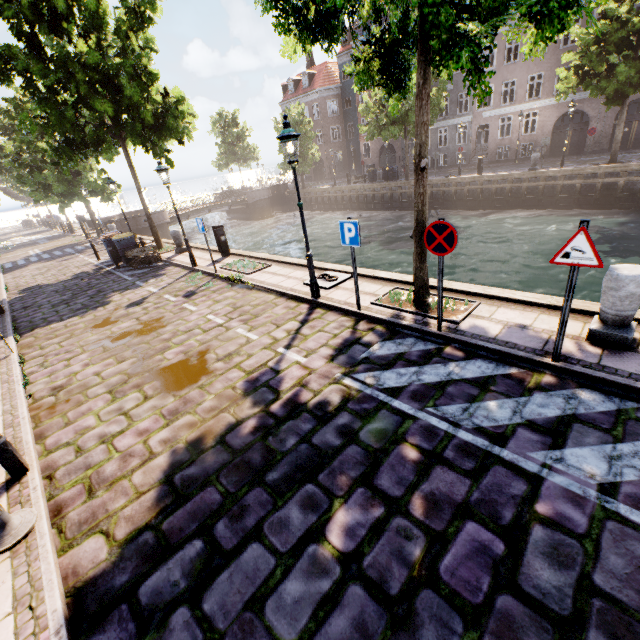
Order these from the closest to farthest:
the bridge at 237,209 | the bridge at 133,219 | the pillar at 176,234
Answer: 1. the pillar at 176,234
2. the bridge at 133,219
3. the bridge at 237,209

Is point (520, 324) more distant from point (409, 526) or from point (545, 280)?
point (545, 280)

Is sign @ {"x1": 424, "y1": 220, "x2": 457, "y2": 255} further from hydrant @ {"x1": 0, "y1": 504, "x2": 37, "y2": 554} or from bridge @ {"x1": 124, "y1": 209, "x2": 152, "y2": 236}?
bridge @ {"x1": 124, "y1": 209, "x2": 152, "y2": 236}

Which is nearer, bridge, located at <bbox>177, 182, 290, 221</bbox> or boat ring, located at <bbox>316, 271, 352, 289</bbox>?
boat ring, located at <bbox>316, 271, 352, 289</bbox>

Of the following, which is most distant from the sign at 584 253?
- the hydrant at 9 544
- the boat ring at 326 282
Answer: the hydrant at 9 544

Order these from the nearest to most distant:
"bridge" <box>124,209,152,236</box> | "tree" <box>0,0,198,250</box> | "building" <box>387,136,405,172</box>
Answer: "tree" <box>0,0,198,250</box>
"bridge" <box>124,209,152,236</box>
"building" <box>387,136,405,172</box>

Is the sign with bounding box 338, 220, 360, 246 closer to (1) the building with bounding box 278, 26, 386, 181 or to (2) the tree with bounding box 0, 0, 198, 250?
(2) the tree with bounding box 0, 0, 198, 250

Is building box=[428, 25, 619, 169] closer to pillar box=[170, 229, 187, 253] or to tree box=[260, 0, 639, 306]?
tree box=[260, 0, 639, 306]
